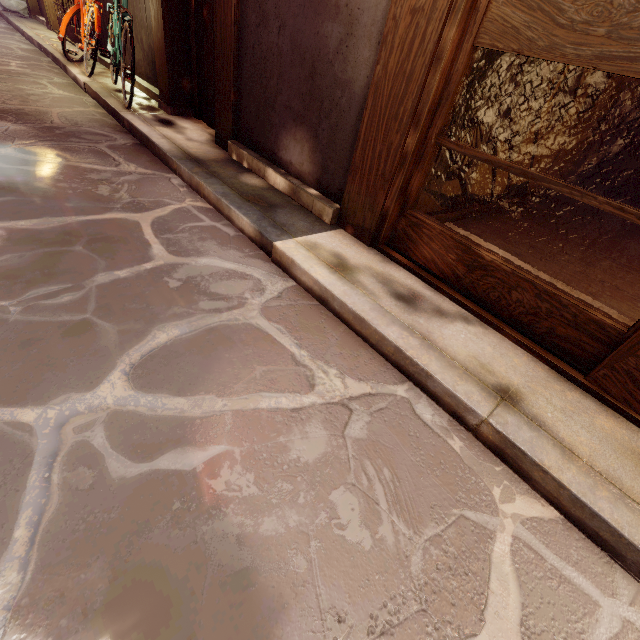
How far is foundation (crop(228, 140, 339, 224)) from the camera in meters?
5.3 m

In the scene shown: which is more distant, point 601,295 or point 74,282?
point 601,295

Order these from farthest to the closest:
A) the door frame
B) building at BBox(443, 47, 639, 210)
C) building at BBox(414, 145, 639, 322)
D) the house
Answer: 1. building at BBox(414, 145, 639, 322)
2. building at BBox(443, 47, 639, 210)
3. the house
4. the door frame

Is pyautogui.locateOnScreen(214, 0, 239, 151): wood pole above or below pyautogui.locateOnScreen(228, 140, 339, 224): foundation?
above

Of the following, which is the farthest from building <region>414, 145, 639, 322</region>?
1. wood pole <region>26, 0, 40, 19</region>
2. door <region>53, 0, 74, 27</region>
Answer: wood pole <region>26, 0, 40, 19</region>

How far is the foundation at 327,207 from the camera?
5.28m

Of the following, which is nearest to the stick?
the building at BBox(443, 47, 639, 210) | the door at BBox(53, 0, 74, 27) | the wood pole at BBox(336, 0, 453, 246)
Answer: the wood pole at BBox(336, 0, 453, 246)

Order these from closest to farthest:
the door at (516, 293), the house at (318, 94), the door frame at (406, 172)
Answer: the door at (516, 293)
the door frame at (406, 172)
the house at (318, 94)
